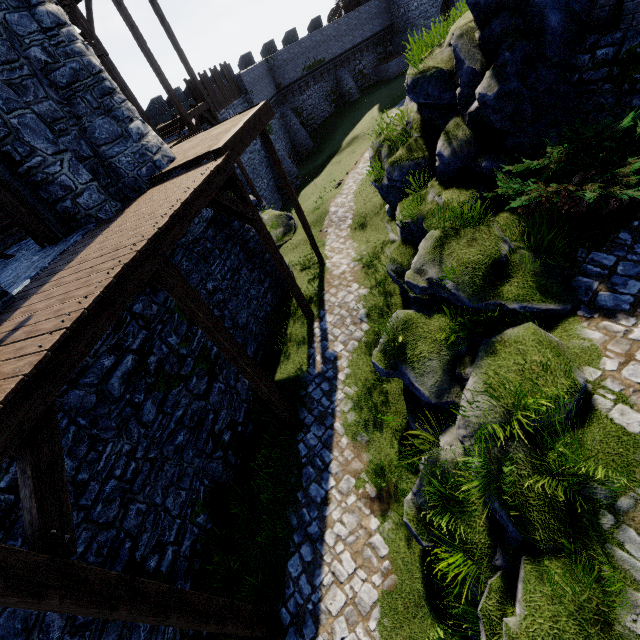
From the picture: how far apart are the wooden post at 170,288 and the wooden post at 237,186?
3.54m

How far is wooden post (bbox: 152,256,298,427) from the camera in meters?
5.4

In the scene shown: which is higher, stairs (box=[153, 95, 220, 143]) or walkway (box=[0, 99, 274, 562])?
stairs (box=[153, 95, 220, 143])

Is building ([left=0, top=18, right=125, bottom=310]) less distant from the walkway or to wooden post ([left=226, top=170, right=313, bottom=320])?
the walkway

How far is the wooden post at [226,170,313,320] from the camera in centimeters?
822cm

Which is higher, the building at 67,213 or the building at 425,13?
the building at 67,213

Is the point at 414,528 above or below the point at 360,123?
above

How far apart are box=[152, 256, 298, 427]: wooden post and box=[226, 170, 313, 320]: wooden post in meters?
3.5 m
